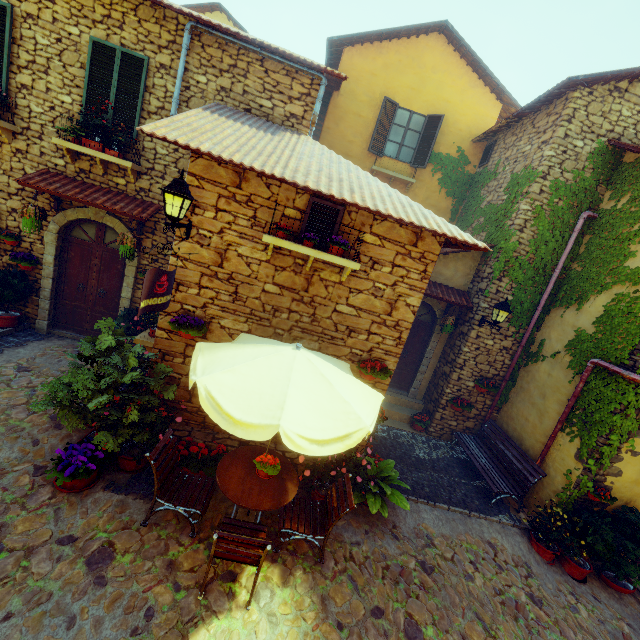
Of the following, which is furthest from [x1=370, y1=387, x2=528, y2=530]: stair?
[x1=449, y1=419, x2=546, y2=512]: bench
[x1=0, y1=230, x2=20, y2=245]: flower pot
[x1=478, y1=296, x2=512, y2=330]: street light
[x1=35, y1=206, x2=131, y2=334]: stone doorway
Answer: [x1=0, y1=230, x2=20, y2=245]: flower pot

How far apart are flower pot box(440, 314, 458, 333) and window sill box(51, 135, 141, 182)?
8.34m

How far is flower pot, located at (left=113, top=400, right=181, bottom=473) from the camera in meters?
4.7 m

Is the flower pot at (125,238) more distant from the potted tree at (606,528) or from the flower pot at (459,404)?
the potted tree at (606,528)

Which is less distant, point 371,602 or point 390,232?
point 371,602

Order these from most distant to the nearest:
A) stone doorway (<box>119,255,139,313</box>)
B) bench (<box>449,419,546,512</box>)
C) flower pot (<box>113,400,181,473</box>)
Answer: stone doorway (<box>119,255,139,313</box>) < bench (<box>449,419,546,512</box>) < flower pot (<box>113,400,181,473</box>)

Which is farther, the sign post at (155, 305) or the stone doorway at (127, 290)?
the stone doorway at (127, 290)

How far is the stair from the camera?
6.6m
